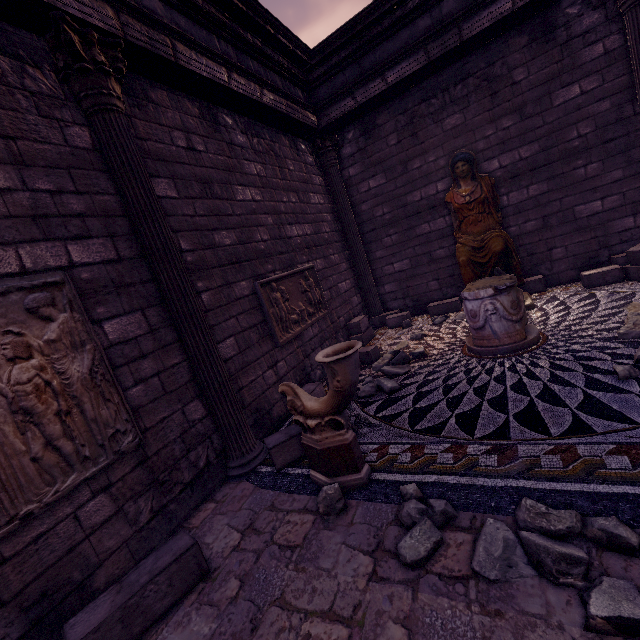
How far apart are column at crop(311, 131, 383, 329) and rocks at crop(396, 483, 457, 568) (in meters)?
5.80

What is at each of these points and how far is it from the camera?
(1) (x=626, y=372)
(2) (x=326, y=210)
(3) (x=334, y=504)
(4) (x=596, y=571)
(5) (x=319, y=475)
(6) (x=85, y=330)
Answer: (1) rocks, 3.00m
(2) building, 7.79m
(3) rocks, 2.69m
(4) building, 1.70m
(5) sculpture, 3.04m
(6) relief sculpture, 2.81m

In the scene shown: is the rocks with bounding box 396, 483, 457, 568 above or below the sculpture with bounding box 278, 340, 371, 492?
below

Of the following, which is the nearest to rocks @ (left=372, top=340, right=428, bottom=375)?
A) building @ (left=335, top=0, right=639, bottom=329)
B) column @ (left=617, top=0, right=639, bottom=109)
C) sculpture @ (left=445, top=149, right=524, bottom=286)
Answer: building @ (left=335, top=0, right=639, bottom=329)

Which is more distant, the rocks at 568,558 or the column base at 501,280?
the column base at 501,280

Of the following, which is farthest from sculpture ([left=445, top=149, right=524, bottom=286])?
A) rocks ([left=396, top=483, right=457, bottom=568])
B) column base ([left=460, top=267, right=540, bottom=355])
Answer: rocks ([left=396, top=483, right=457, bottom=568])

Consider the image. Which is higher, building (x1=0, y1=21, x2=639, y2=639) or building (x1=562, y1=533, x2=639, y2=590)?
building (x1=0, y1=21, x2=639, y2=639)

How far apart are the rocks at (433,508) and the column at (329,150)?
5.80m
